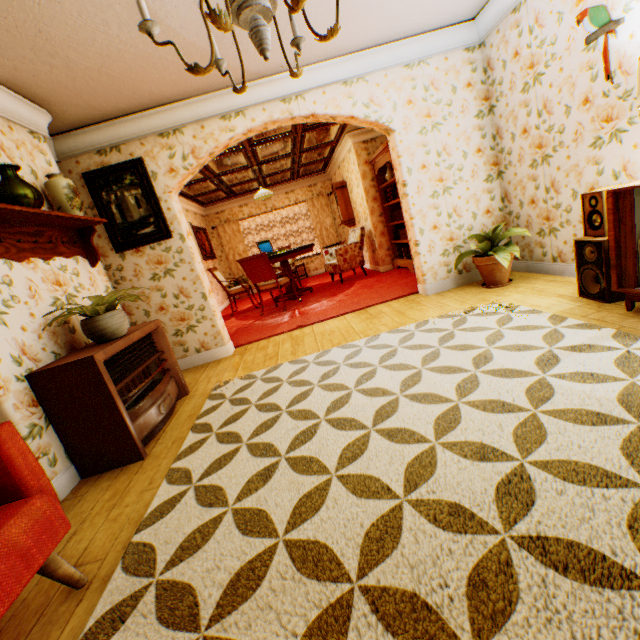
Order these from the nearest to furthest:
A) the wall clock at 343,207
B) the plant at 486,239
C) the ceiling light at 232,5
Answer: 1. the ceiling light at 232,5
2. the plant at 486,239
3. the wall clock at 343,207

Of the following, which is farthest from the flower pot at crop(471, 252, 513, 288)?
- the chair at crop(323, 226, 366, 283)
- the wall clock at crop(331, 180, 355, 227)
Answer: the wall clock at crop(331, 180, 355, 227)

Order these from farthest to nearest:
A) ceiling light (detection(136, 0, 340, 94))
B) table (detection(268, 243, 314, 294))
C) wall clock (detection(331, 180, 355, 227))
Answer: wall clock (detection(331, 180, 355, 227)), table (detection(268, 243, 314, 294)), ceiling light (detection(136, 0, 340, 94))

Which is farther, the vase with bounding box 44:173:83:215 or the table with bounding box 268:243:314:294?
the table with bounding box 268:243:314:294

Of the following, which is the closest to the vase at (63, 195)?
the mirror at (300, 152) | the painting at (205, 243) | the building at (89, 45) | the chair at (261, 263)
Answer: the building at (89, 45)

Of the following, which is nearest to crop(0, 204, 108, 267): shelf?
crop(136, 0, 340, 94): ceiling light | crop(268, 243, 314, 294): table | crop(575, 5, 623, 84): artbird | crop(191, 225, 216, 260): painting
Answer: crop(136, 0, 340, 94): ceiling light

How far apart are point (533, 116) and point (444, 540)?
4.40m

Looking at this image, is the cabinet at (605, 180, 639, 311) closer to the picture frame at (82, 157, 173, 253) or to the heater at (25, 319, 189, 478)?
the heater at (25, 319, 189, 478)
